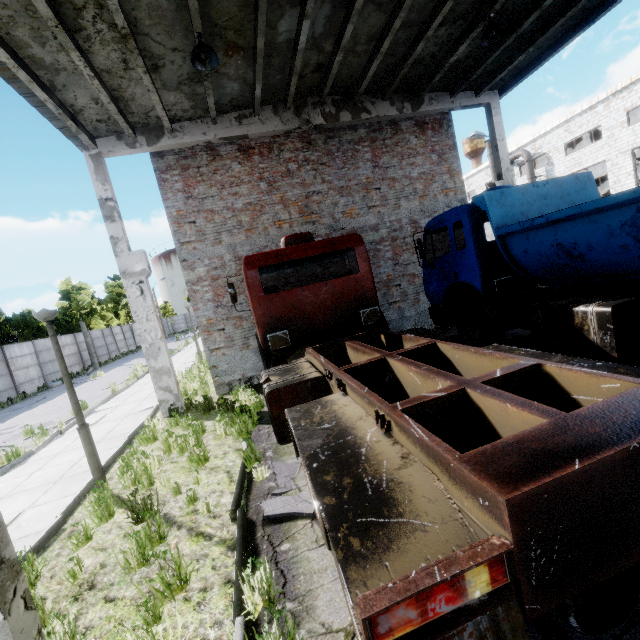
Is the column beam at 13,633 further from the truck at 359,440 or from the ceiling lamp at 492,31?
the ceiling lamp at 492,31

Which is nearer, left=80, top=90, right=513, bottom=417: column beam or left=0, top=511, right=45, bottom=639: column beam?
left=0, top=511, right=45, bottom=639: column beam

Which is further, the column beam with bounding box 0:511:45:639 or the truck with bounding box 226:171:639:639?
the column beam with bounding box 0:511:45:639

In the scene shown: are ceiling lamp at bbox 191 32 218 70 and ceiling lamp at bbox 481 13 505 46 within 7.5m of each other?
yes

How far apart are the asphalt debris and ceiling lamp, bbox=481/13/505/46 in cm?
975

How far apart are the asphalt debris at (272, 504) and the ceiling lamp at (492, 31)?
9.7m

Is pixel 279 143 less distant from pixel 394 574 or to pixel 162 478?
pixel 162 478

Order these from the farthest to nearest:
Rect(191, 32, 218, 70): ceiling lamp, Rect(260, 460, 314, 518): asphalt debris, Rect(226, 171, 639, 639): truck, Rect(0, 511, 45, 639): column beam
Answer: Rect(191, 32, 218, 70): ceiling lamp, Rect(260, 460, 314, 518): asphalt debris, Rect(0, 511, 45, 639): column beam, Rect(226, 171, 639, 639): truck
